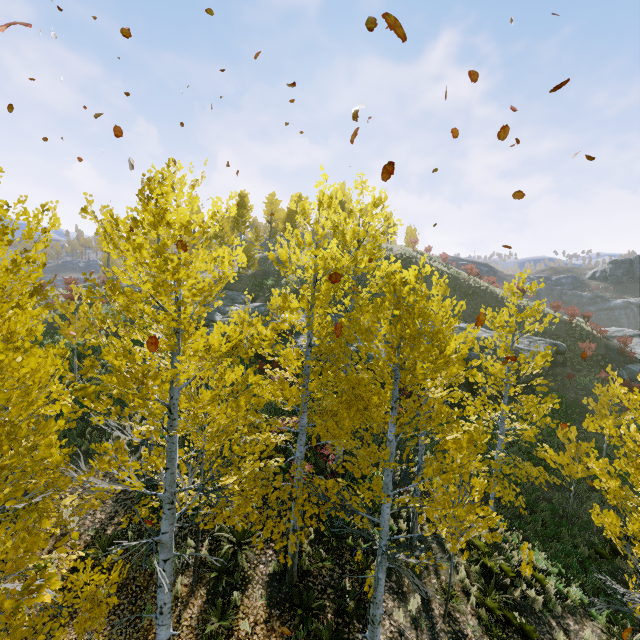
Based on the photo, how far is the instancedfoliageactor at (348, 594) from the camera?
8.2 meters

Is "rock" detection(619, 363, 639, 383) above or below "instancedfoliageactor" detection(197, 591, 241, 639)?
above

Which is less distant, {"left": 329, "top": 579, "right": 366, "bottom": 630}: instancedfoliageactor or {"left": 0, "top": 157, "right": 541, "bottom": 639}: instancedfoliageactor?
{"left": 0, "top": 157, "right": 541, "bottom": 639}: instancedfoliageactor

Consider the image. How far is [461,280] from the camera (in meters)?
35.03

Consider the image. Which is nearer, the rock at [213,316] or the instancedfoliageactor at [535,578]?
the instancedfoliageactor at [535,578]

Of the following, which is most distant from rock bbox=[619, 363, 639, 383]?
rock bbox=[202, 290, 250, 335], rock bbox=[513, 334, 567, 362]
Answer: rock bbox=[202, 290, 250, 335]

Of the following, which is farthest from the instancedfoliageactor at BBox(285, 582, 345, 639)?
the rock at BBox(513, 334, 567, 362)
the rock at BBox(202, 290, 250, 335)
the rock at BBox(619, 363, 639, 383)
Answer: the rock at BBox(619, 363, 639, 383)

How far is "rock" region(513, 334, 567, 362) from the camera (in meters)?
22.72
